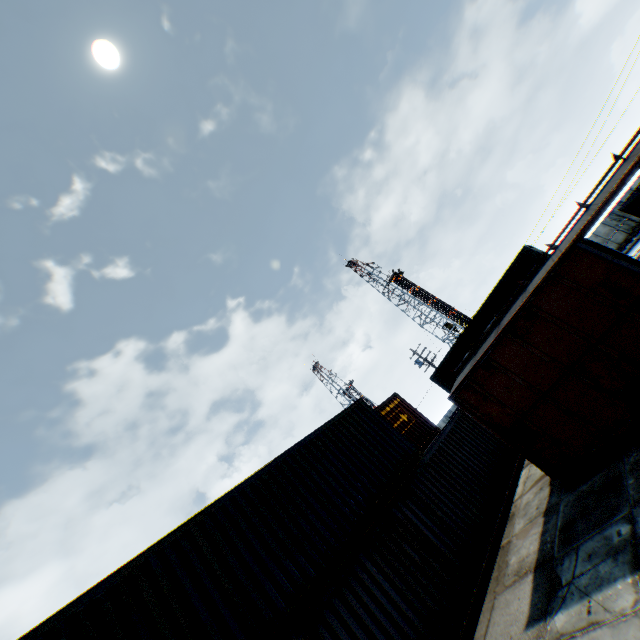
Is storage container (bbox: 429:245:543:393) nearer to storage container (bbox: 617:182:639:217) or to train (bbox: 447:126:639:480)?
storage container (bbox: 617:182:639:217)

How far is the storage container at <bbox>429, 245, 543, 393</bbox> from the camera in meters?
21.1 m

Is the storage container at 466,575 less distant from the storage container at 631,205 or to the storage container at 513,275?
the storage container at 513,275

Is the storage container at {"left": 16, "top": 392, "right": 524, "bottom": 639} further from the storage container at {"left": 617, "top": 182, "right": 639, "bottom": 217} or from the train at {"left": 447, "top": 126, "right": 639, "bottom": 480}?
the storage container at {"left": 617, "top": 182, "right": 639, "bottom": 217}

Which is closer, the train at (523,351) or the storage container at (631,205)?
the train at (523,351)

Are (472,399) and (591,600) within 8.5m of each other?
yes

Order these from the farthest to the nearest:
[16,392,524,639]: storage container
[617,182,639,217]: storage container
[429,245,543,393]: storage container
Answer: [429,245,543,393]: storage container
[617,182,639,217]: storage container
[16,392,524,639]: storage container
